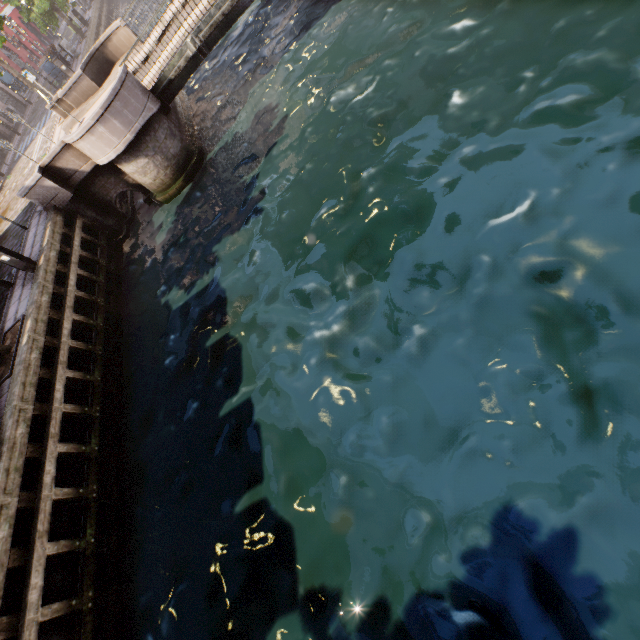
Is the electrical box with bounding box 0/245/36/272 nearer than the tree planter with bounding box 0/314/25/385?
No

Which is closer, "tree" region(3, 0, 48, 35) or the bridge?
the bridge

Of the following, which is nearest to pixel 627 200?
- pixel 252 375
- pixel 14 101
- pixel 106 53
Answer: pixel 252 375

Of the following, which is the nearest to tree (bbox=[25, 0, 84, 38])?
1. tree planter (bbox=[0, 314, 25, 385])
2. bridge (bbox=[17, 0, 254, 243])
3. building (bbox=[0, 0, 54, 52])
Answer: tree planter (bbox=[0, 314, 25, 385])

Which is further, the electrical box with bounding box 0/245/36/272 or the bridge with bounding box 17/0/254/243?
the bridge with bounding box 17/0/254/243

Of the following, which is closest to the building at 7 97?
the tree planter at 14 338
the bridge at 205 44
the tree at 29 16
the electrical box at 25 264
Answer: the tree at 29 16

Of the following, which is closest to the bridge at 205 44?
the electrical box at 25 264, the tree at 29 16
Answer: the tree at 29 16
